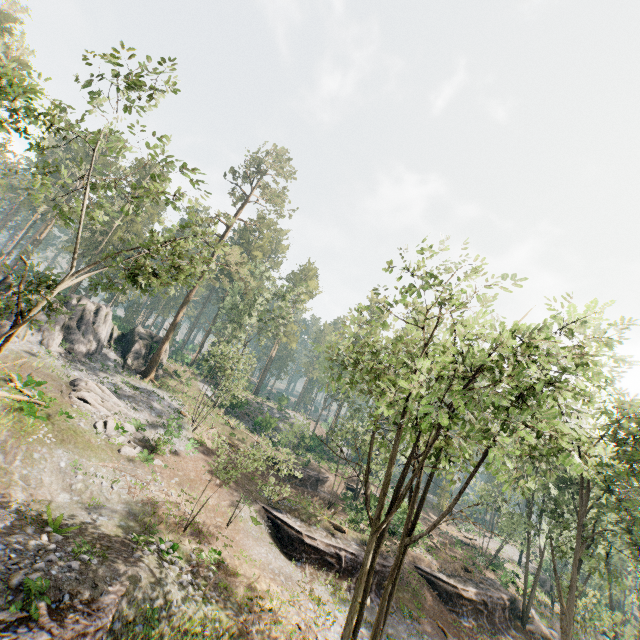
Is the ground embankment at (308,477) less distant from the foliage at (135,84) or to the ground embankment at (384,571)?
the foliage at (135,84)

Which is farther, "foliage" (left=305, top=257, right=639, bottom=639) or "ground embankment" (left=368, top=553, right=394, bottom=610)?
"ground embankment" (left=368, top=553, right=394, bottom=610)

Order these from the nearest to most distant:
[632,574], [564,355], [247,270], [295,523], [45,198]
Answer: [564,355] → [295,523] → [632,574] → [45,198] → [247,270]

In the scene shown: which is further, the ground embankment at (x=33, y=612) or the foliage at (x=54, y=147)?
the foliage at (x=54, y=147)

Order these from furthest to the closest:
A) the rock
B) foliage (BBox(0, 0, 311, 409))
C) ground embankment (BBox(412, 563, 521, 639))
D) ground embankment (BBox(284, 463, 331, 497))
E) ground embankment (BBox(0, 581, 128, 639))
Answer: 1. ground embankment (BBox(284, 463, 331, 497))
2. the rock
3. ground embankment (BBox(412, 563, 521, 639))
4. foliage (BBox(0, 0, 311, 409))
5. ground embankment (BBox(0, 581, 128, 639))

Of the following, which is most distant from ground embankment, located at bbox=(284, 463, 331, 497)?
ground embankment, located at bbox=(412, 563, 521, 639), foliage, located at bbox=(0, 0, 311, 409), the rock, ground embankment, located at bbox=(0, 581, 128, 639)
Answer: ground embankment, located at bbox=(0, 581, 128, 639)

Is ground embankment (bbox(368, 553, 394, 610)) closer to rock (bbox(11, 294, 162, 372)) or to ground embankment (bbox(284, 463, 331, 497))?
ground embankment (bbox(284, 463, 331, 497))

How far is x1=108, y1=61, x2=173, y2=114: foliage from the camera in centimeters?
1567cm
